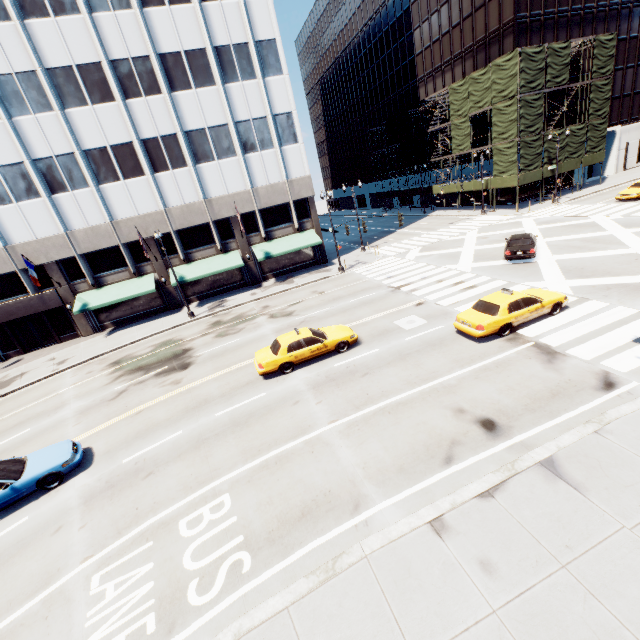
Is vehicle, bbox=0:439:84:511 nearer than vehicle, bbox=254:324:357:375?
Yes

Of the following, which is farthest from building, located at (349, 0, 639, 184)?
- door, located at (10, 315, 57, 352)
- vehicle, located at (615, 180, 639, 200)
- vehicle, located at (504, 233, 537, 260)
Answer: door, located at (10, 315, 57, 352)

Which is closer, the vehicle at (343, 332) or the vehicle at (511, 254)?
the vehicle at (343, 332)

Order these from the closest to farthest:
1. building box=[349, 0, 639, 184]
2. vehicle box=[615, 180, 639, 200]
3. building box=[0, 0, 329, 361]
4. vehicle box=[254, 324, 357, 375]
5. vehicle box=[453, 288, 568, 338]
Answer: vehicle box=[453, 288, 568, 338] < vehicle box=[254, 324, 357, 375] < building box=[0, 0, 329, 361] < vehicle box=[615, 180, 639, 200] < building box=[349, 0, 639, 184]

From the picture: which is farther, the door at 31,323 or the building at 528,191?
the building at 528,191

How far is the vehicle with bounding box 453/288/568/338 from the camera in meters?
13.9

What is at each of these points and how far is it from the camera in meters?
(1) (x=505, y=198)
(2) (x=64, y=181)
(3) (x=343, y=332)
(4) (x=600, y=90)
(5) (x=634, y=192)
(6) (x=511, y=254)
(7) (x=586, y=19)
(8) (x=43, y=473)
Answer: (1) building, 42.9
(2) building, 25.8
(3) vehicle, 16.3
(4) scaffolding, 36.2
(5) vehicle, 30.0
(6) vehicle, 22.0
(7) building, 37.4
(8) vehicle, 11.4

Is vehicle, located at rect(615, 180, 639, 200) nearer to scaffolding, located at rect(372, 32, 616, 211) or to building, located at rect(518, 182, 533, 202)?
scaffolding, located at rect(372, 32, 616, 211)
